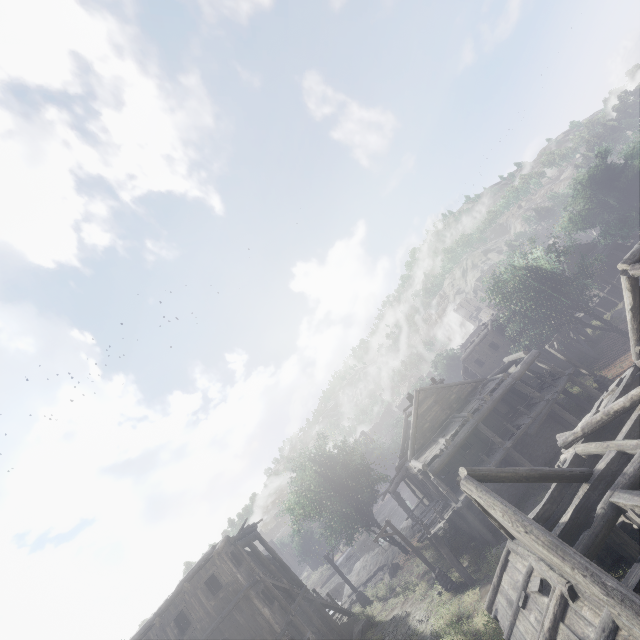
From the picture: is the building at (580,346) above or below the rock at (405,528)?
below

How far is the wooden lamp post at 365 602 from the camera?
25.58m

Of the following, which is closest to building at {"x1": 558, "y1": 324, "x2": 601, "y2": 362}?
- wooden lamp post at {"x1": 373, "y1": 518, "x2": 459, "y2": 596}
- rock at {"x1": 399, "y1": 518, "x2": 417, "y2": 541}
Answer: rock at {"x1": 399, "y1": 518, "x2": 417, "y2": 541}

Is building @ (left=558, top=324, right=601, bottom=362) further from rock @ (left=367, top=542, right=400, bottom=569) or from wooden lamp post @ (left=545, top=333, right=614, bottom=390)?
wooden lamp post @ (left=545, top=333, right=614, bottom=390)

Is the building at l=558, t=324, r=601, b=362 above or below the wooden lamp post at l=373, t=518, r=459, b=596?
below

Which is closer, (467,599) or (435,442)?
(467,599)

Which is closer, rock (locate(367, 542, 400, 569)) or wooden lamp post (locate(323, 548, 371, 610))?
wooden lamp post (locate(323, 548, 371, 610))

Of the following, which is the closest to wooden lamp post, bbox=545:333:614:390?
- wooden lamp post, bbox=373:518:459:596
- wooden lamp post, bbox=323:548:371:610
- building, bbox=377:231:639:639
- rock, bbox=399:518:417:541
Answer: building, bbox=377:231:639:639
